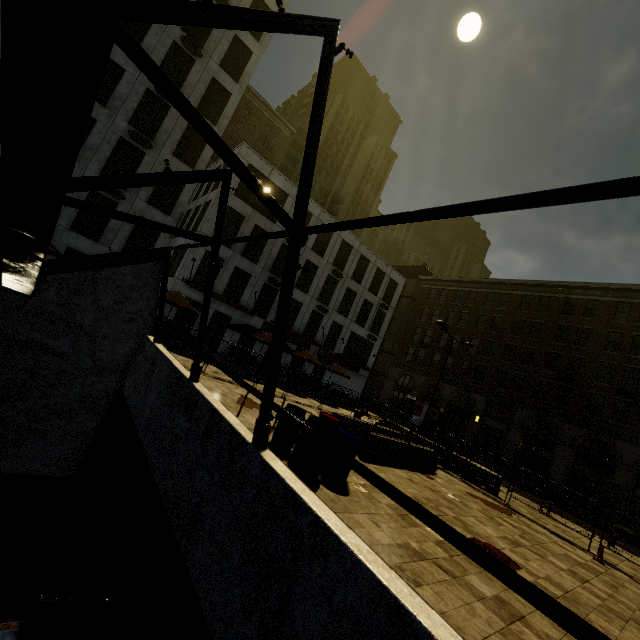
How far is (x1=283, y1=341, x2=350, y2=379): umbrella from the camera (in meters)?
21.55

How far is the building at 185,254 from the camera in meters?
24.2 m

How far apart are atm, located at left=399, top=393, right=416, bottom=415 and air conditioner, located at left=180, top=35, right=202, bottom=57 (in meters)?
38.48

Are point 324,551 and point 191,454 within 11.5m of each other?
yes

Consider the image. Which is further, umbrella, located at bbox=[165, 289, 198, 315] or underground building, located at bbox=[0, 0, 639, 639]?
umbrella, located at bbox=[165, 289, 198, 315]

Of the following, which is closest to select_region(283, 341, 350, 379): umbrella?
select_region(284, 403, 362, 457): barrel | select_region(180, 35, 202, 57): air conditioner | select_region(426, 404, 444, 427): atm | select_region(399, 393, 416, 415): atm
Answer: select_region(284, 403, 362, 457): barrel

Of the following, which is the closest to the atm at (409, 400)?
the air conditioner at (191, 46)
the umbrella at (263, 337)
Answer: the umbrella at (263, 337)

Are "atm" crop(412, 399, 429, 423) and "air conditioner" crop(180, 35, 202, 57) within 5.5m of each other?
no
